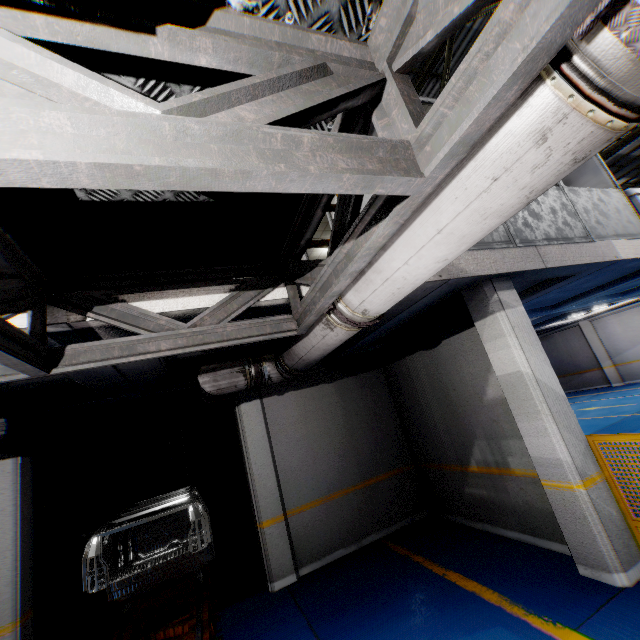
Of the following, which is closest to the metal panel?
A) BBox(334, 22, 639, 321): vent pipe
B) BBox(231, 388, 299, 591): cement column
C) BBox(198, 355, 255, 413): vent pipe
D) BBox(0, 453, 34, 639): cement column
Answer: BBox(334, 22, 639, 321): vent pipe

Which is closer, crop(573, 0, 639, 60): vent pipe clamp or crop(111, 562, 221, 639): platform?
crop(573, 0, 639, 60): vent pipe clamp

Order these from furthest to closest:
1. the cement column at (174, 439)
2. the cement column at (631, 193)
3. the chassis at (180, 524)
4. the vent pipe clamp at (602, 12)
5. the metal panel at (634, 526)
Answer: the cement column at (174, 439) → the cement column at (631, 193) → the chassis at (180, 524) → the metal panel at (634, 526) → the vent pipe clamp at (602, 12)

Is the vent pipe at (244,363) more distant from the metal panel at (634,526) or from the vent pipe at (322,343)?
the metal panel at (634,526)

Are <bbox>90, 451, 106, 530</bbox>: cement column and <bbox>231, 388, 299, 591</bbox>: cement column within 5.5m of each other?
yes

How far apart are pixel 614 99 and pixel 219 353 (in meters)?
5.06

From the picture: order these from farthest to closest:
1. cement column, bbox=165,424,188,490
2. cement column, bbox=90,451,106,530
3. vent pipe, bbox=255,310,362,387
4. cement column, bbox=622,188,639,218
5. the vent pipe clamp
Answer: cement column, bbox=165,424,188,490, cement column, bbox=90,451,106,530, cement column, bbox=622,188,639,218, vent pipe, bbox=255,310,362,387, the vent pipe clamp

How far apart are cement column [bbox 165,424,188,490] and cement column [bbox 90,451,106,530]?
3.7 meters
